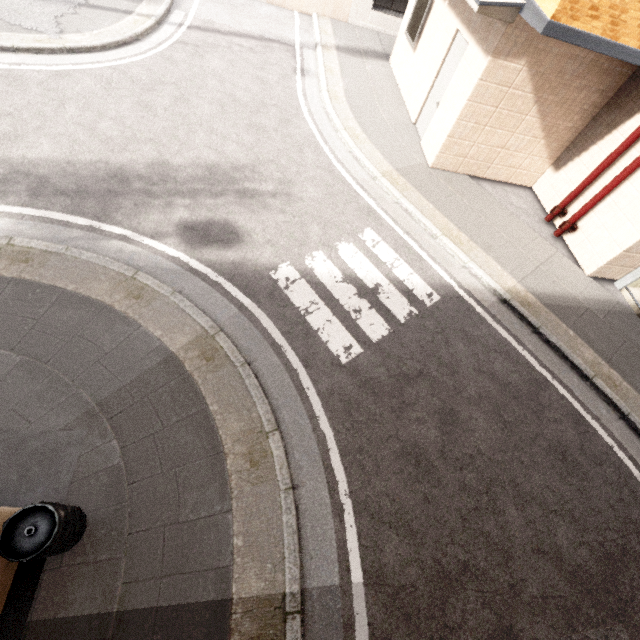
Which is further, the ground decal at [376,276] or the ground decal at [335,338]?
the ground decal at [376,276]

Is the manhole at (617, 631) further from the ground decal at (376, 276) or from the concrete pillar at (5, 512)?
the concrete pillar at (5, 512)

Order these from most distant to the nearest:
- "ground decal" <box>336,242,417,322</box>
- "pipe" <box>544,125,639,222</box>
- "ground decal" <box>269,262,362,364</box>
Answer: "pipe" <box>544,125,639,222</box> < "ground decal" <box>336,242,417,322</box> < "ground decal" <box>269,262,362,364</box>

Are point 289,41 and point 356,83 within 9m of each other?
yes

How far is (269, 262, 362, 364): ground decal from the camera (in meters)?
4.71
